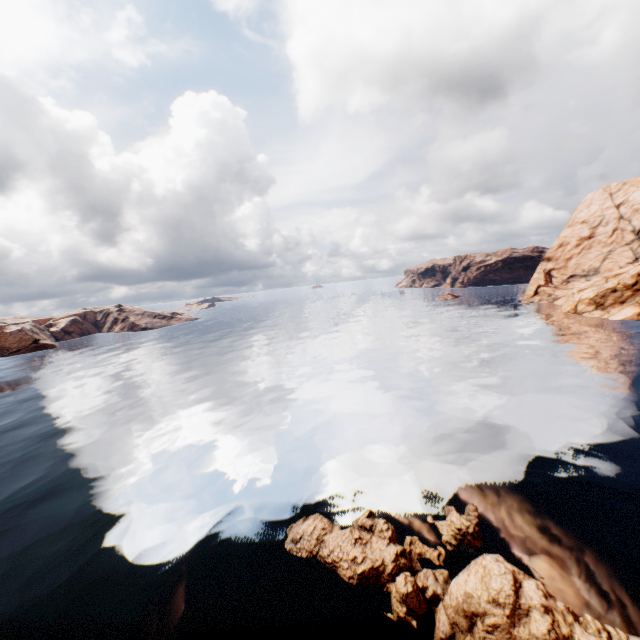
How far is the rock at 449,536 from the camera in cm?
1446

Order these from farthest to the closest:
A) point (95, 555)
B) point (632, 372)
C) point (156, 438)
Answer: point (632, 372), point (156, 438), point (95, 555)

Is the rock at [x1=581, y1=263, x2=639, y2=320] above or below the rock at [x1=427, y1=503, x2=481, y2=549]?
above

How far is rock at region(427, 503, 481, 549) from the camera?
14.5 meters

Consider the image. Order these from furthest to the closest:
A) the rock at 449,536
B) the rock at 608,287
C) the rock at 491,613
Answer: the rock at 608,287 < the rock at 449,536 < the rock at 491,613

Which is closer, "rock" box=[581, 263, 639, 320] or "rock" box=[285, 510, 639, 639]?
"rock" box=[285, 510, 639, 639]

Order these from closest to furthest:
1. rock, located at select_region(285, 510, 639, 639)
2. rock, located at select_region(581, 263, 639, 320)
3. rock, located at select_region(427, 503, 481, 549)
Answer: rock, located at select_region(285, 510, 639, 639) < rock, located at select_region(427, 503, 481, 549) < rock, located at select_region(581, 263, 639, 320)
